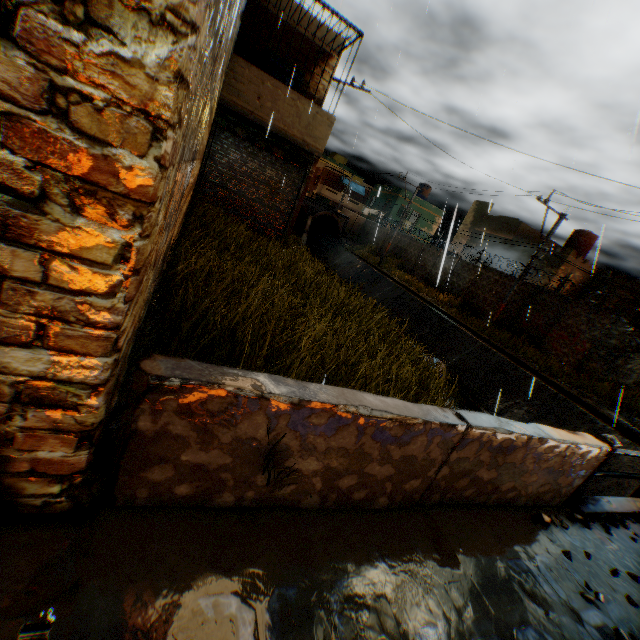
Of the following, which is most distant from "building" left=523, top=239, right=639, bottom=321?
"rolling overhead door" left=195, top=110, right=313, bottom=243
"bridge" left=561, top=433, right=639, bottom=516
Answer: "bridge" left=561, top=433, right=639, bottom=516

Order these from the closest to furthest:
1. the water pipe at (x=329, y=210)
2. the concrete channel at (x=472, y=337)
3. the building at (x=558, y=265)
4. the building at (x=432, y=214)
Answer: the concrete channel at (x=472, y=337), the building at (x=558, y=265), the water pipe at (x=329, y=210), the building at (x=432, y=214)

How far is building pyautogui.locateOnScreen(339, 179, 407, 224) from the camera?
36.84m

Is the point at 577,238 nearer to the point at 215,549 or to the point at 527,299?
the point at 527,299

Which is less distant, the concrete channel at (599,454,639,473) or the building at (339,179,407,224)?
the concrete channel at (599,454,639,473)

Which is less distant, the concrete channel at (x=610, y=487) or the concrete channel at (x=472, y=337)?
the concrete channel at (x=610, y=487)

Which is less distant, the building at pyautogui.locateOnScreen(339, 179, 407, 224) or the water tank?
the water tank

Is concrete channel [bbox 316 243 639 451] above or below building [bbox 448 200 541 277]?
below
